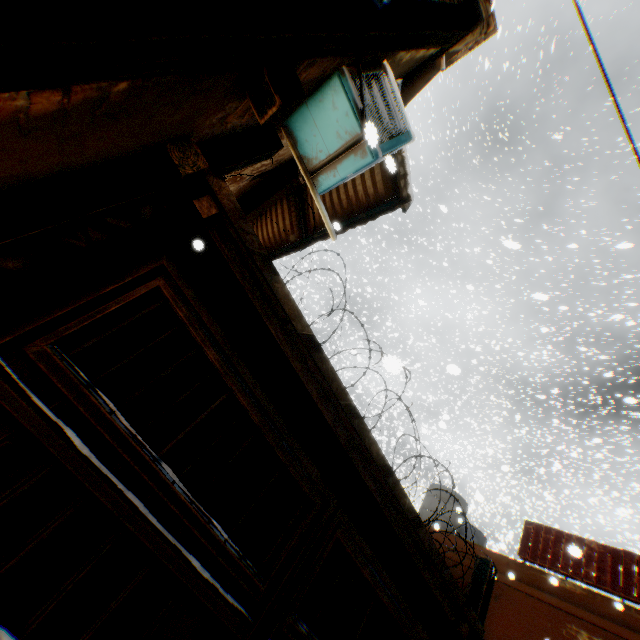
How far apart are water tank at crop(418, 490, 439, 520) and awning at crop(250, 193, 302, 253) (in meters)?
11.78

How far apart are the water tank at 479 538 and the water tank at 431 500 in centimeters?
131cm

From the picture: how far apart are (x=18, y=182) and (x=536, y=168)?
30.1 meters

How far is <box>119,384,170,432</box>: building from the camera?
7.01m

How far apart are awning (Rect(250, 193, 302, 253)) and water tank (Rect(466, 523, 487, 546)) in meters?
14.2 m

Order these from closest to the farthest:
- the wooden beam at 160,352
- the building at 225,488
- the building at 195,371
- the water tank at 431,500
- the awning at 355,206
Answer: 1. the awning at 355,206
2. the building at 195,371
3. the wooden beam at 160,352
4. the building at 225,488
5. the water tank at 431,500

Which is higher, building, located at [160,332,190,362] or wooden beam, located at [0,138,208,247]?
building, located at [160,332,190,362]

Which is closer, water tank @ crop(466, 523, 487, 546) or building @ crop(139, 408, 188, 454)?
building @ crop(139, 408, 188, 454)
